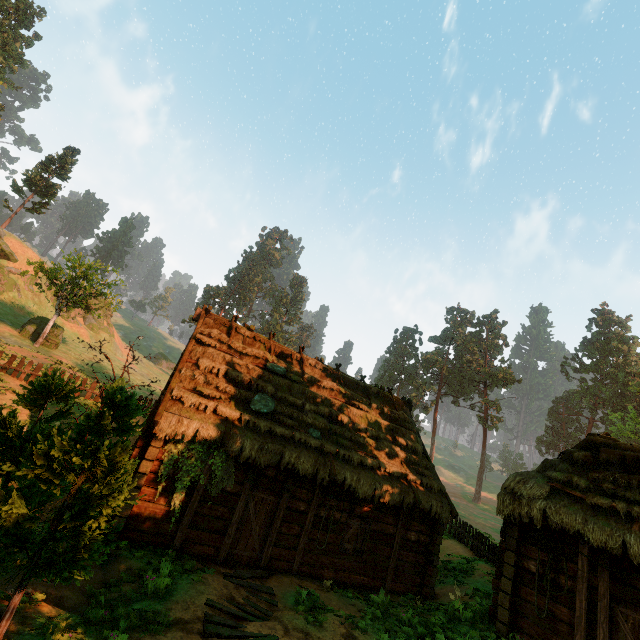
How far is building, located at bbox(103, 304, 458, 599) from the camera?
9.5m

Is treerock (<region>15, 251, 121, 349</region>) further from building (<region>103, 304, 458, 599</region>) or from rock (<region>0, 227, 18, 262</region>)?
rock (<region>0, 227, 18, 262</region>)

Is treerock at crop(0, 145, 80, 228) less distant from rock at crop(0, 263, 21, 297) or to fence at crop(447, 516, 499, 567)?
rock at crop(0, 263, 21, 297)

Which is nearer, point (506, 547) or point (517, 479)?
point (506, 547)

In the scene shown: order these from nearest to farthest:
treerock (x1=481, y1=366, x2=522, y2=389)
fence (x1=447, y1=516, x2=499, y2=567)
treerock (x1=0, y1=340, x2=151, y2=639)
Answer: treerock (x1=0, y1=340, x2=151, y2=639) → fence (x1=447, y1=516, x2=499, y2=567) → treerock (x1=481, y1=366, x2=522, y2=389)

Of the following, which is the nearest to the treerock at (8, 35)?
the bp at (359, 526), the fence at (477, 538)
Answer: the fence at (477, 538)

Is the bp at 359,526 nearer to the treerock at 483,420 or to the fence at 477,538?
the fence at 477,538

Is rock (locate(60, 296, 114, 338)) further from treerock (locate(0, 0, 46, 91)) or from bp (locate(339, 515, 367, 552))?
bp (locate(339, 515, 367, 552))
